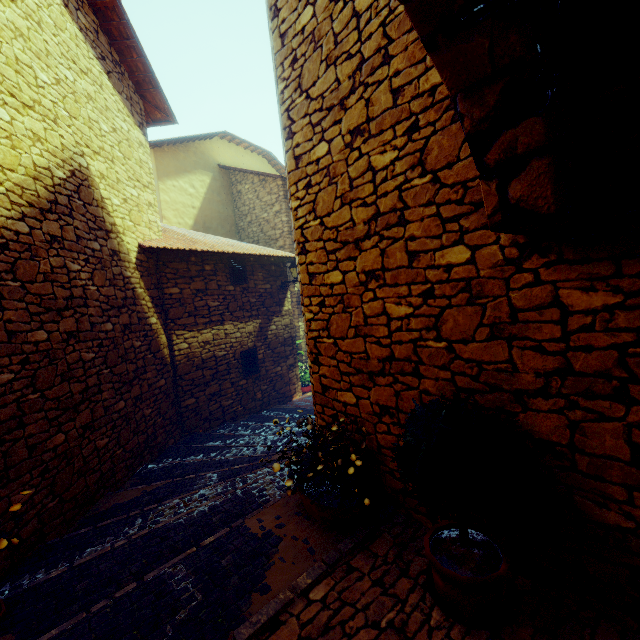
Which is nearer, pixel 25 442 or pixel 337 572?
pixel 337 572

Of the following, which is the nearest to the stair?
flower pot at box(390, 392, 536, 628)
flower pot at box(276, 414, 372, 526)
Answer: flower pot at box(276, 414, 372, 526)

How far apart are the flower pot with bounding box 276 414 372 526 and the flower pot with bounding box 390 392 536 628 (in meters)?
0.67

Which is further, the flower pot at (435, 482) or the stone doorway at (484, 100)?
the flower pot at (435, 482)

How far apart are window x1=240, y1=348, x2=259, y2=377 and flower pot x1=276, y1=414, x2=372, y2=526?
5.19m

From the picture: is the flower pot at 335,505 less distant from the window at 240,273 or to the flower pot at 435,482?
the flower pot at 435,482

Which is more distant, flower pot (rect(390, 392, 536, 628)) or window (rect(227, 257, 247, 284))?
window (rect(227, 257, 247, 284))
